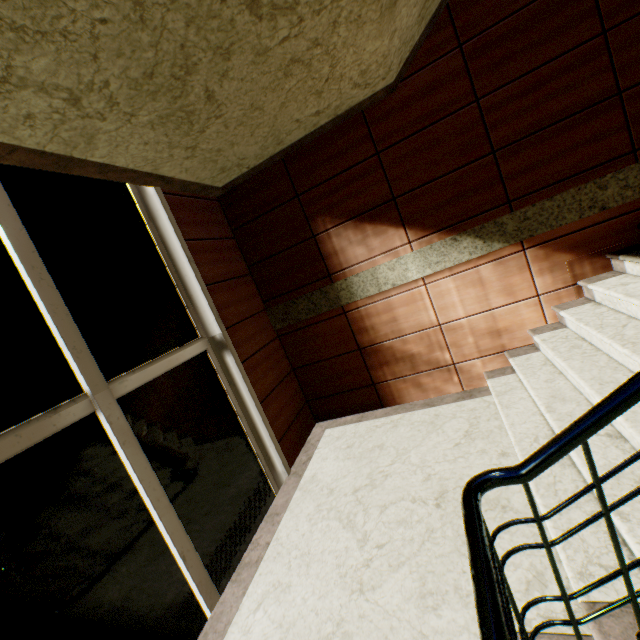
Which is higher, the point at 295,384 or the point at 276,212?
the point at 276,212

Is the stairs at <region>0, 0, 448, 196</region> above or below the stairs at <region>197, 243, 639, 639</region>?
above

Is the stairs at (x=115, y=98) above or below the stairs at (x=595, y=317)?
above
